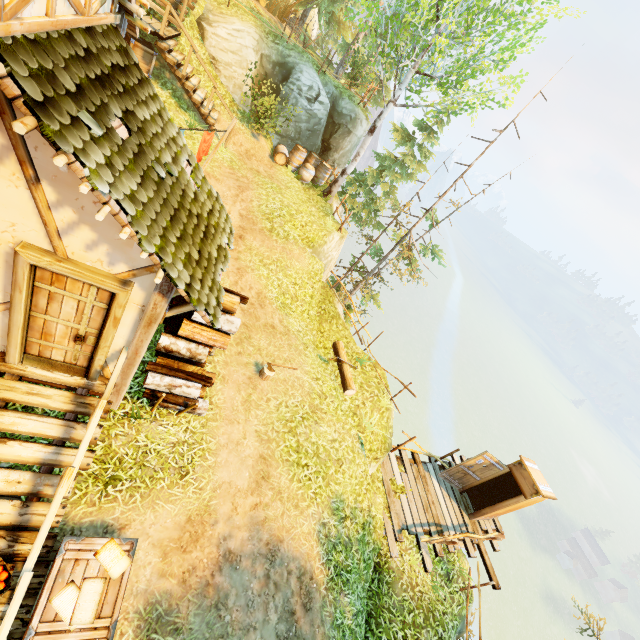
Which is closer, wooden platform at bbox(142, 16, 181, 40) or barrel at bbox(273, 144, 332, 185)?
wooden platform at bbox(142, 16, 181, 40)

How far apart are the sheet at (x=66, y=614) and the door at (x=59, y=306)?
2.5 meters

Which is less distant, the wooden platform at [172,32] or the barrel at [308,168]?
the wooden platform at [172,32]

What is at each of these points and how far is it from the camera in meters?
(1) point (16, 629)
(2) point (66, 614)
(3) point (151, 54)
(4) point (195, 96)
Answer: (1) wooden platform, 4.1
(2) sheet, 4.0
(3) box, 10.7
(4) stairs, 11.3

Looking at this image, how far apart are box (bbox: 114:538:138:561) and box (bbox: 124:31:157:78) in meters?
13.2

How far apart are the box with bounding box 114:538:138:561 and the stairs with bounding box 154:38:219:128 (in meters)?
12.70

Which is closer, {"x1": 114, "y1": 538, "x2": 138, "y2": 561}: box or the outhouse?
{"x1": 114, "y1": 538, "x2": 138, "y2": 561}: box

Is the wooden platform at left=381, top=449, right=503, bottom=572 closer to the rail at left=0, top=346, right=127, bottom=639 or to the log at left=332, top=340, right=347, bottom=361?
the log at left=332, top=340, right=347, bottom=361
